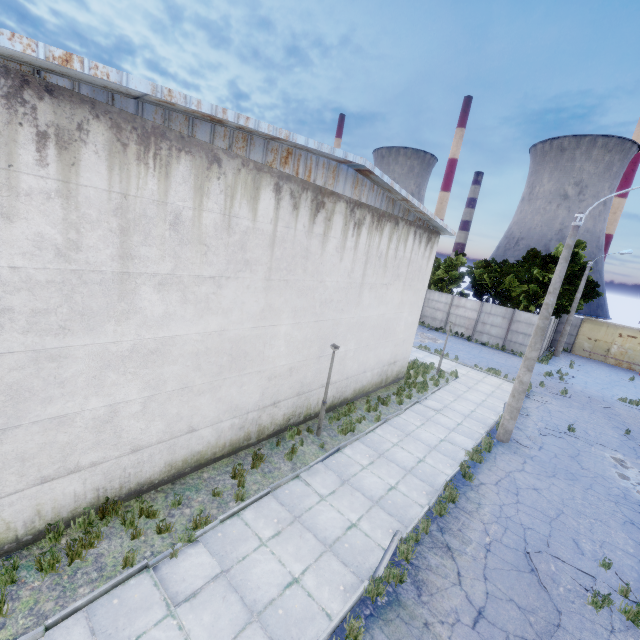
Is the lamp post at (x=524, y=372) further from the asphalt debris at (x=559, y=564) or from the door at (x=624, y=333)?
the door at (x=624, y=333)

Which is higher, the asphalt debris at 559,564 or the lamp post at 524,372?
the lamp post at 524,372

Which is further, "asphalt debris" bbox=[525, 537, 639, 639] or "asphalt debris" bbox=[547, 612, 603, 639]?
"asphalt debris" bbox=[525, 537, 639, 639]

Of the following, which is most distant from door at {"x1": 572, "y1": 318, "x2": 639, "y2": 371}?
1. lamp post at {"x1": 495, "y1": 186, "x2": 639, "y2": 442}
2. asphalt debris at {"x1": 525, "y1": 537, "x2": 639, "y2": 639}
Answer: asphalt debris at {"x1": 525, "y1": 537, "x2": 639, "y2": 639}

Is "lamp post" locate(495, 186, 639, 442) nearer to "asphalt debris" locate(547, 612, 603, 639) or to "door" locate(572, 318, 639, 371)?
"asphalt debris" locate(547, 612, 603, 639)

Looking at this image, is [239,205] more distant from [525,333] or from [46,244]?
[525,333]

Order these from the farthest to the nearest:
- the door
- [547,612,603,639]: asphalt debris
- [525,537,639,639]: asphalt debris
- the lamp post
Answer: the door
the lamp post
[525,537,639,639]: asphalt debris
[547,612,603,639]: asphalt debris
